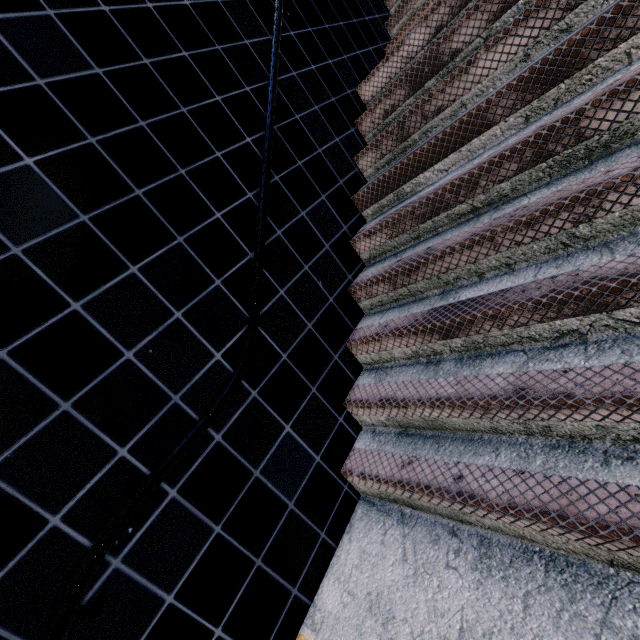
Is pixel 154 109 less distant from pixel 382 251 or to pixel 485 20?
pixel 382 251
